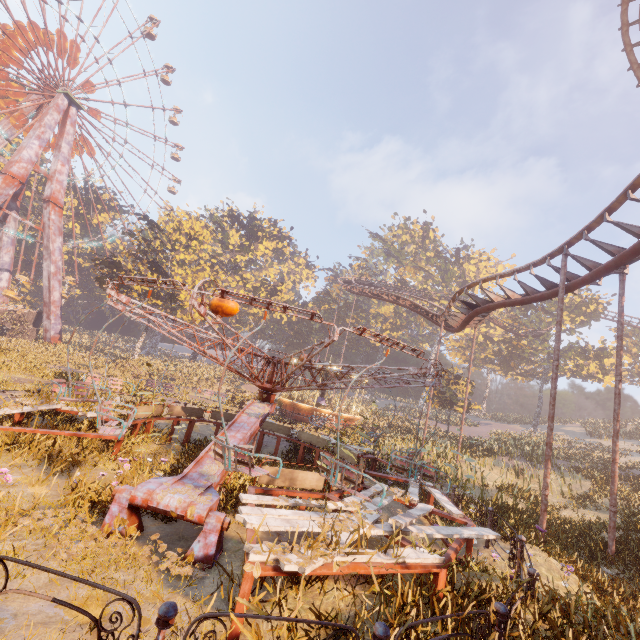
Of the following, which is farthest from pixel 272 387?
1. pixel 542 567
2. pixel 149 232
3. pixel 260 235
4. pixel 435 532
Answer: pixel 260 235

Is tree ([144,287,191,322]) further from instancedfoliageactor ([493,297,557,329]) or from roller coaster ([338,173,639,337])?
roller coaster ([338,173,639,337])

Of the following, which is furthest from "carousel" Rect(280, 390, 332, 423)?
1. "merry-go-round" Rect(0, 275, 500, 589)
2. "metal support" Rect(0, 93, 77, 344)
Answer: "metal support" Rect(0, 93, 77, 344)

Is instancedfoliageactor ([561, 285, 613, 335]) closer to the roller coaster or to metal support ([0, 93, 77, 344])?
the roller coaster

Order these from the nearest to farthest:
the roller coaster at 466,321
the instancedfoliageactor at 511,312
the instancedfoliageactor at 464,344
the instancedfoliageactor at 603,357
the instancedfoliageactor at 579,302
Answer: the roller coaster at 466,321
the instancedfoliageactor at 603,357
the instancedfoliageactor at 579,302
the instancedfoliageactor at 511,312
the instancedfoliageactor at 464,344

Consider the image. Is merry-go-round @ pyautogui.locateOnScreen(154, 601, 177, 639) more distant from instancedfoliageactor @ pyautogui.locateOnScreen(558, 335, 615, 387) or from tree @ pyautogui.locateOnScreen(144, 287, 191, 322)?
tree @ pyautogui.locateOnScreen(144, 287, 191, 322)

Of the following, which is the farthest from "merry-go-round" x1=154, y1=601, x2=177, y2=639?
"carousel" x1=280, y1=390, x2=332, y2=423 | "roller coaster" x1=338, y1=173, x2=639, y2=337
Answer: "carousel" x1=280, y1=390, x2=332, y2=423

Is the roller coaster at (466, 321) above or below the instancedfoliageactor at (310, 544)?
above
